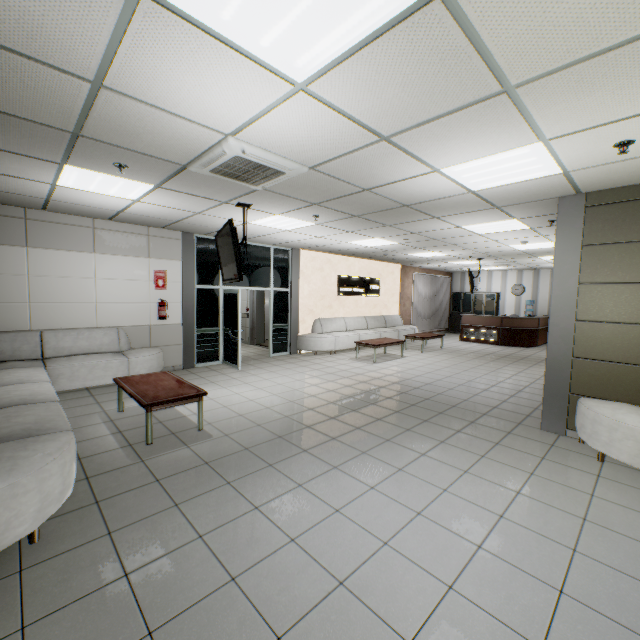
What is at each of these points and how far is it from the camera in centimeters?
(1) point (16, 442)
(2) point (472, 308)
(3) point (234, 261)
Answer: (1) sofa, 258cm
(2) cabinet, 1631cm
(3) tv, 463cm

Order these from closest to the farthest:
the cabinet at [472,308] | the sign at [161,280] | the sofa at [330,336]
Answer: the sign at [161,280], the sofa at [330,336], the cabinet at [472,308]

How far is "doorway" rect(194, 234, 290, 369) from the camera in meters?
7.9 m

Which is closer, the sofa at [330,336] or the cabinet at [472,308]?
the sofa at [330,336]

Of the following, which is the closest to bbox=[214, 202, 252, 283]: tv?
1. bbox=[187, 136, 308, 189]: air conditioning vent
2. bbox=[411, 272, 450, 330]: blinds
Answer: bbox=[187, 136, 308, 189]: air conditioning vent

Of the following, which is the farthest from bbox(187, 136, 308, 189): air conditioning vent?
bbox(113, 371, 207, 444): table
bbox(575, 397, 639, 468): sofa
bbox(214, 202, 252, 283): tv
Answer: bbox(575, 397, 639, 468): sofa

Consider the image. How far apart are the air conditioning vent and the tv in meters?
0.5

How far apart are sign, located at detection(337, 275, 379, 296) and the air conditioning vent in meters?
7.1 m
